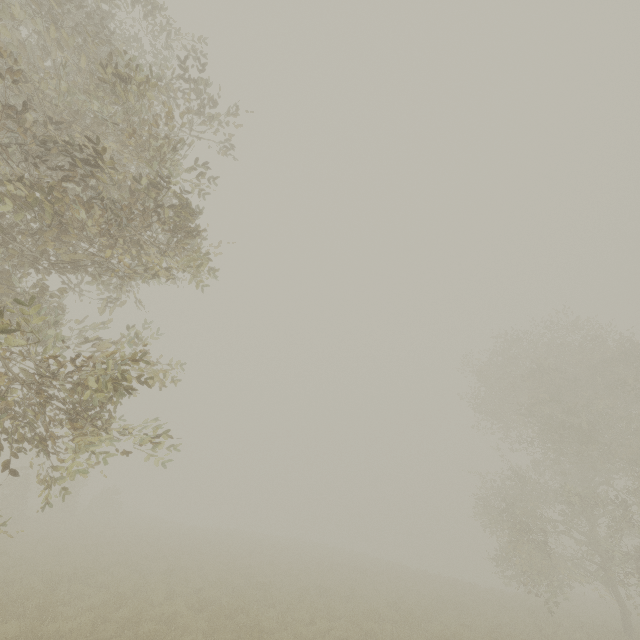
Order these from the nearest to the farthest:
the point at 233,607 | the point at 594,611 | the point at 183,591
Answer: the point at 233,607 < the point at 183,591 < the point at 594,611
